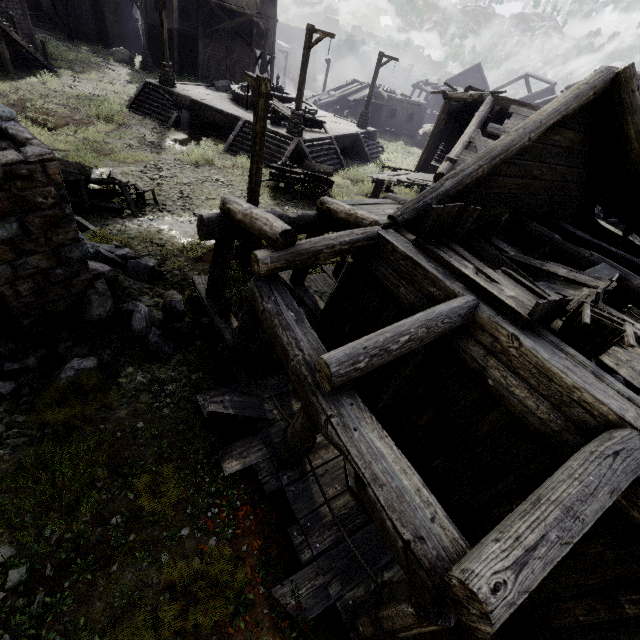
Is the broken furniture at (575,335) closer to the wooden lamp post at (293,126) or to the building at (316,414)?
the building at (316,414)

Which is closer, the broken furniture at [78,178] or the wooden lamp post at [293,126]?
the broken furniture at [78,178]

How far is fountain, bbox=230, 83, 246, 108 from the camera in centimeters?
2088cm

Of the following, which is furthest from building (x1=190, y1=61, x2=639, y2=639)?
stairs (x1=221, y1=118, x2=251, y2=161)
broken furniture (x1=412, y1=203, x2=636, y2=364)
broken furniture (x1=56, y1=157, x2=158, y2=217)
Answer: stairs (x1=221, y1=118, x2=251, y2=161)

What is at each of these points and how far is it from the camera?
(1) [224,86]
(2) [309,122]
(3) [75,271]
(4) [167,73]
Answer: (1) broken furniture, 24.1m
(2) broken furniture, 20.5m
(3) building, 5.8m
(4) wooden lamp post, 20.3m

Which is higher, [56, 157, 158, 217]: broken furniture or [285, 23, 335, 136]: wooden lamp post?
[285, 23, 335, 136]: wooden lamp post

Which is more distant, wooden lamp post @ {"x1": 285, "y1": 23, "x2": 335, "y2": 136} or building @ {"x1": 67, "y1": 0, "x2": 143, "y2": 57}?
building @ {"x1": 67, "y1": 0, "x2": 143, "y2": 57}

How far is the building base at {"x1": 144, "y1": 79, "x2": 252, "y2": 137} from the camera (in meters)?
18.97
